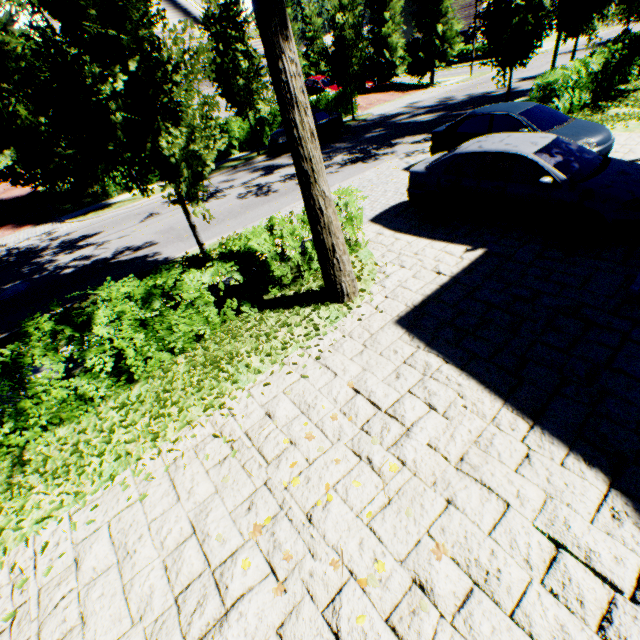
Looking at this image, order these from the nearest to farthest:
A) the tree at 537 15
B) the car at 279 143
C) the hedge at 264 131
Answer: the tree at 537 15, the car at 279 143, the hedge at 264 131

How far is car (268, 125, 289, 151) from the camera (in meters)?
18.14

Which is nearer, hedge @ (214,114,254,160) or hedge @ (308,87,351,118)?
hedge @ (214,114,254,160)

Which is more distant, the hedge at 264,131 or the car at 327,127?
the hedge at 264,131

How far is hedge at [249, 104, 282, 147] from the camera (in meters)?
20.93

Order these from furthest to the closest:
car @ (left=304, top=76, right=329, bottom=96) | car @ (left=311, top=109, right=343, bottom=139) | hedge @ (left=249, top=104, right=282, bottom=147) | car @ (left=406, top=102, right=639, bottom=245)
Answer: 1. car @ (left=304, top=76, right=329, bottom=96)
2. hedge @ (left=249, top=104, right=282, bottom=147)
3. car @ (left=311, top=109, right=343, bottom=139)
4. car @ (left=406, top=102, right=639, bottom=245)

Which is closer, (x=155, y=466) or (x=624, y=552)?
(x=624, y=552)
